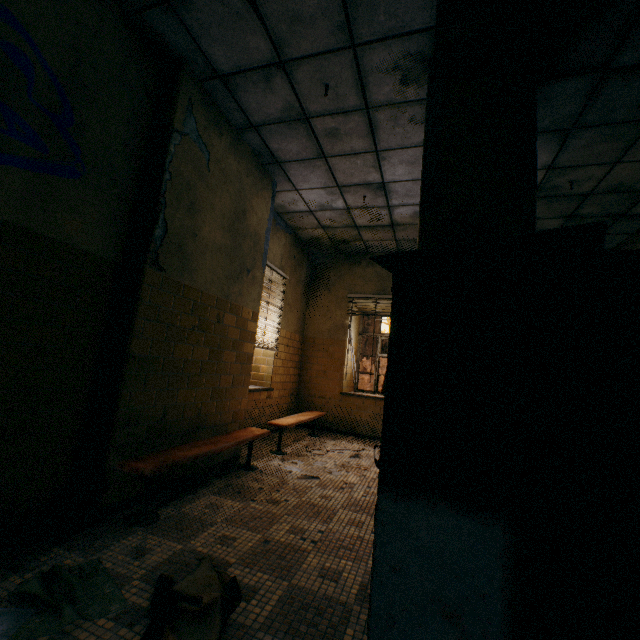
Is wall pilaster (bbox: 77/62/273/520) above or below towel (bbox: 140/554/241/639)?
above

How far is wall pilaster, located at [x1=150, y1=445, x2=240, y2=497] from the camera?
2.97m

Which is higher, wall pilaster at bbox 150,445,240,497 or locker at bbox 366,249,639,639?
locker at bbox 366,249,639,639

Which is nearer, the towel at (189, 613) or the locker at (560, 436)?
the locker at (560, 436)

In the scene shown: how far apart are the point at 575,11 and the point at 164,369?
4.26m

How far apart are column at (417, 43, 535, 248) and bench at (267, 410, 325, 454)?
2.2m

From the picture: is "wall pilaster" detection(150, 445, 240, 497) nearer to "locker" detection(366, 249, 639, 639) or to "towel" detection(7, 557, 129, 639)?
"towel" detection(7, 557, 129, 639)

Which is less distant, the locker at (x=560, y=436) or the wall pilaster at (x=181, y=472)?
the locker at (x=560, y=436)
